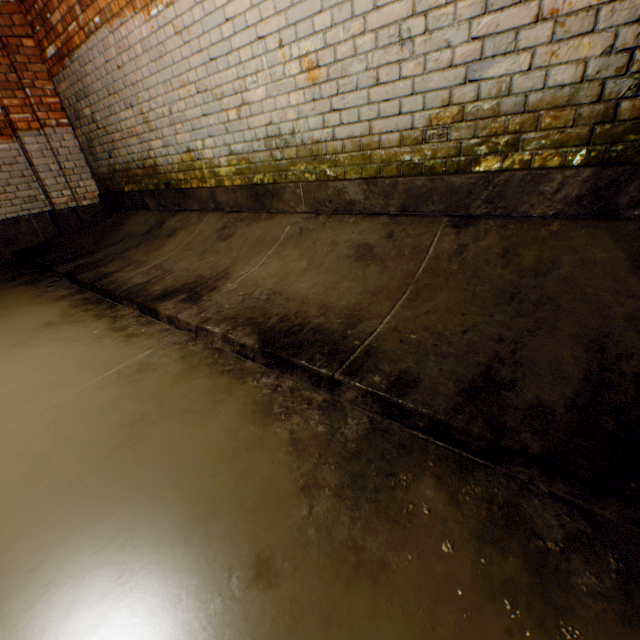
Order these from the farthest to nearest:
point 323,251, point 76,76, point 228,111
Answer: point 76,76, point 228,111, point 323,251
